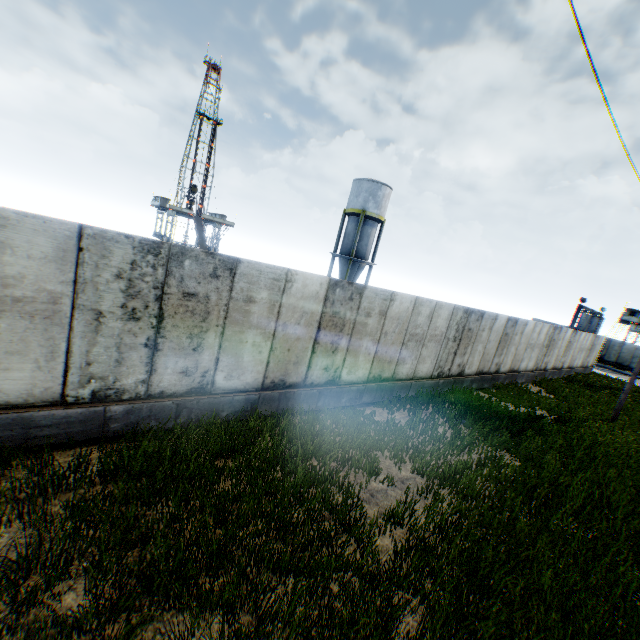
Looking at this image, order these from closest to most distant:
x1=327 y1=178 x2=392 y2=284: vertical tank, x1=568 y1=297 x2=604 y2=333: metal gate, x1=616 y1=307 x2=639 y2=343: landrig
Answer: x1=327 y1=178 x2=392 y2=284: vertical tank, x1=568 y1=297 x2=604 y2=333: metal gate, x1=616 y1=307 x2=639 y2=343: landrig

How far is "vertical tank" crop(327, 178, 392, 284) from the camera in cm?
3109

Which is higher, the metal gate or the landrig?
the landrig

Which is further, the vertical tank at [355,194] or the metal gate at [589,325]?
the metal gate at [589,325]

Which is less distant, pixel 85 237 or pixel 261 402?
pixel 85 237

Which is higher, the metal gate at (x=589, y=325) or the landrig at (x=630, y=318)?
the landrig at (x=630, y=318)

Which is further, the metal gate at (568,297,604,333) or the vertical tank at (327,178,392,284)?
the metal gate at (568,297,604,333)

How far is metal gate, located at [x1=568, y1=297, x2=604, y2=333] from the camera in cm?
3394
